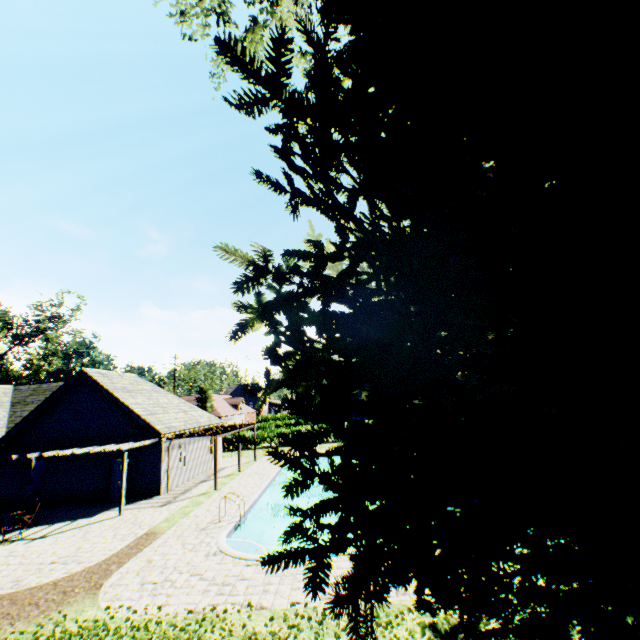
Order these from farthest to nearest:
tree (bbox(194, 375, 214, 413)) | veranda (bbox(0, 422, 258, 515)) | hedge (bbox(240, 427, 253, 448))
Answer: tree (bbox(194, 375, 214, 413))
hedge (bbox(240, 427, 253, 448))
veranda (bbox(0, 422, 258, 515))

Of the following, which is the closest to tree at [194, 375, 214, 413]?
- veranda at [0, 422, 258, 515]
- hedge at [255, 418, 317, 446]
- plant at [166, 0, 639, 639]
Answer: hedge at [255, 418, 317, 446]

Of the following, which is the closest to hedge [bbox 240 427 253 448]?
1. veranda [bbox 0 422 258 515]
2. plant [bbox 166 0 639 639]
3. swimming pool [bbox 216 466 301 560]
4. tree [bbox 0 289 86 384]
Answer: tree [bbox 0 289 86 384]

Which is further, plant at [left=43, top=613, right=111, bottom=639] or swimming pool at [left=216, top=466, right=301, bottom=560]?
swimming pool at [left=216, top=466, right=301, bottom=560]

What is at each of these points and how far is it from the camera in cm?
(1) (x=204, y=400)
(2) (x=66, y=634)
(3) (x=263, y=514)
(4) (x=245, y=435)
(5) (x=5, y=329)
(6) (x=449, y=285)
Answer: (1) tree, 5506
(2) plant, 705
(3) swimming pool, 1791
(4) hedge, 3691
(5) tree, 3572
(6) plant, 338

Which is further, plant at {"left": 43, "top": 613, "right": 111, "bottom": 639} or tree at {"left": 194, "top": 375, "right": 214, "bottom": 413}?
tree at {"left": 194, "top": 375, "right": 214, "bottom": 413}

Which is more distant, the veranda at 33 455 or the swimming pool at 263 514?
the veranda at 33 455

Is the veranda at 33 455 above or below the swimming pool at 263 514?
above
